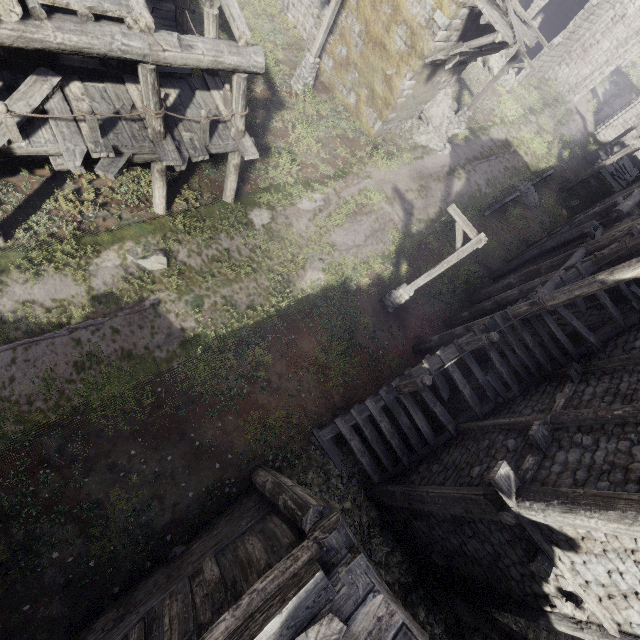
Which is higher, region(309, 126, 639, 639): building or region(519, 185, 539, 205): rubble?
region(309, 126, 639, 639): building

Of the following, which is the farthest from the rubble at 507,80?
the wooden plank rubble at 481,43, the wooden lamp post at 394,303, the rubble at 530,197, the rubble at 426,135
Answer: the wooden lamp post at 394,303

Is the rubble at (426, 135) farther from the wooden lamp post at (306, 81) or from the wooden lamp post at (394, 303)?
the wooden lamp post at (394, 303)

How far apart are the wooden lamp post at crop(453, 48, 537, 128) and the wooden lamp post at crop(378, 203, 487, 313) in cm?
1321

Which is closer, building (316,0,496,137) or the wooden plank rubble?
the wooden plank rubble

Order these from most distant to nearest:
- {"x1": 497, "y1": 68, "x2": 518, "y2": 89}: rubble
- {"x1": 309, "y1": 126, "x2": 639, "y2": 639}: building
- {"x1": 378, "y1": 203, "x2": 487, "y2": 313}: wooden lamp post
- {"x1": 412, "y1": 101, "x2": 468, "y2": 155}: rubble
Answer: {"x1": 497, "y1": 68, "x2": 518, "y2": 89}: rubble
{"x1": 412, "y1": 101, "x2": 468, "y2": 155}: rubble
{"x1": 378, "y1": 203, "x2": 487, "y2": 313}: wooden lamp post
{"x1": 309, "y1": 126, "x2": 639, "y2": 639}: building

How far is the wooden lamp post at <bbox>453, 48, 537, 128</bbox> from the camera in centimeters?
1689cm

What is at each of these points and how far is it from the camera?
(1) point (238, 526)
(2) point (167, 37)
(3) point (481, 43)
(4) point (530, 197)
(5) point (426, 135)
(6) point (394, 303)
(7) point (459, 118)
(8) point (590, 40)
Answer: (1) building, 6.5 meters
(2) building, 7.1 meters
(3) wooden plank rubble, 12.9 meters
(4) rubble, 20.9 meters
(5) rubble, 18.9 meters
(6) wooden lamp post, 13.0 meters
(7) wooden lamp post, 20.0 meters
(8) building, 26.0 meters
